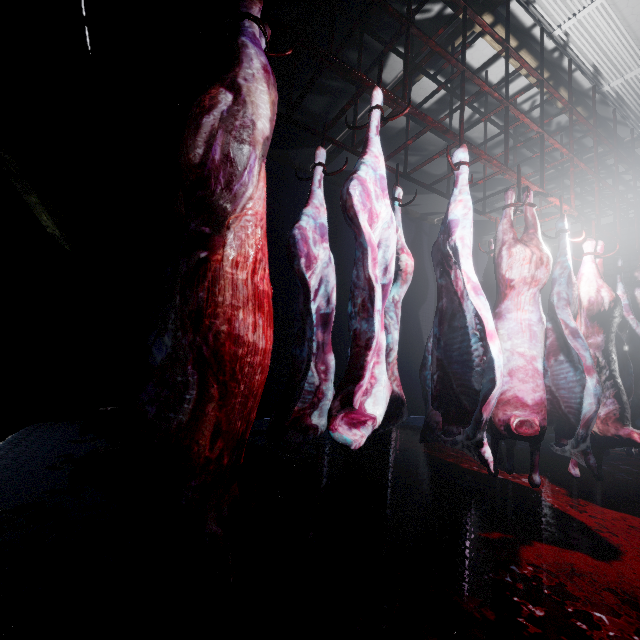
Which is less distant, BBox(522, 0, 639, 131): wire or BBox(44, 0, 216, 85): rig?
BBox(44, 0, 216, 85): rig

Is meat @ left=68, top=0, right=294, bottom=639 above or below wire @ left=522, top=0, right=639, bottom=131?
below

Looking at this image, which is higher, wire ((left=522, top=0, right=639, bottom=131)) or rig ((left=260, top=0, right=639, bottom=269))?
wire ((left=522, top=0, right=639, bottom=131))

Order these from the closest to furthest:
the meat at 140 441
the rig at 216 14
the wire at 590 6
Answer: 1. the meat at 140 441
2. the rig at 216 14
3. the wire at 590 6

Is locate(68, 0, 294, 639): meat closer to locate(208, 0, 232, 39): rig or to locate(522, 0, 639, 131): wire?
locate(208, 0, 232, 39): rig

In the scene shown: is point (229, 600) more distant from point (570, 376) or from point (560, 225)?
point (560, 225)

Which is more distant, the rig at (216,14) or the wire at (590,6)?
the wire at (590,6)
